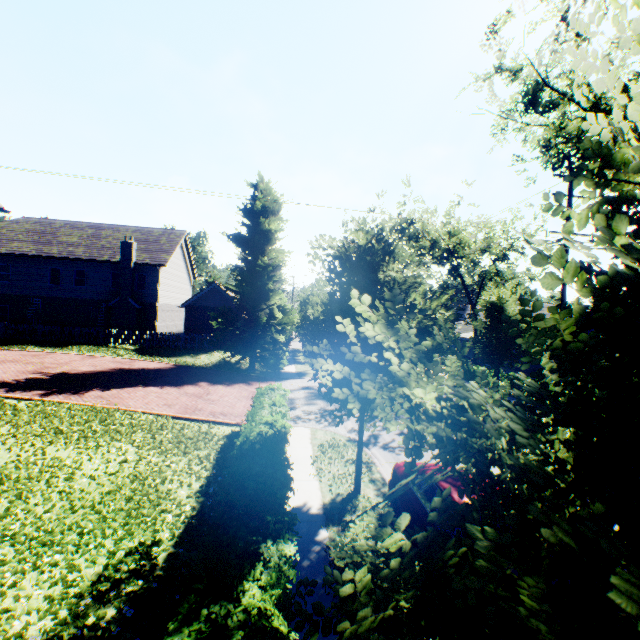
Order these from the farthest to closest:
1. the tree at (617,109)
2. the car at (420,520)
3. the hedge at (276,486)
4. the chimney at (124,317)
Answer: the chimney at (124,317) → the car at (420,520) → the hedge at (276,486) → the tree at (617,109)

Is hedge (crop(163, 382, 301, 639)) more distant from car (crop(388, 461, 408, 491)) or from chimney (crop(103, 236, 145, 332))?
chimney (crop(103, 236, 145, 332))

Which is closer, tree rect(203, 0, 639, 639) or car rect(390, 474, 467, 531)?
tree rect(203, 0, 639, 639)

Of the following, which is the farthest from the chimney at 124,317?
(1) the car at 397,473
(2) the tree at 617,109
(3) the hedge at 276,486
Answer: (1) the car at 397,473

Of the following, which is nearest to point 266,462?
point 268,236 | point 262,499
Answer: point 262,499

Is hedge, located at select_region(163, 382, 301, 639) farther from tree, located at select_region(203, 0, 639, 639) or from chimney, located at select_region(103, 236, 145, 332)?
chimney, located at select_region(103, 236, 145, 332)

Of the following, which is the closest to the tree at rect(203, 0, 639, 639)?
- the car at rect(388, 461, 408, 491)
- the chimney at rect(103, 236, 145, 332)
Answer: the car at rect(388, 461, 408, 491)

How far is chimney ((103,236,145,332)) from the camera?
27.7 meters
